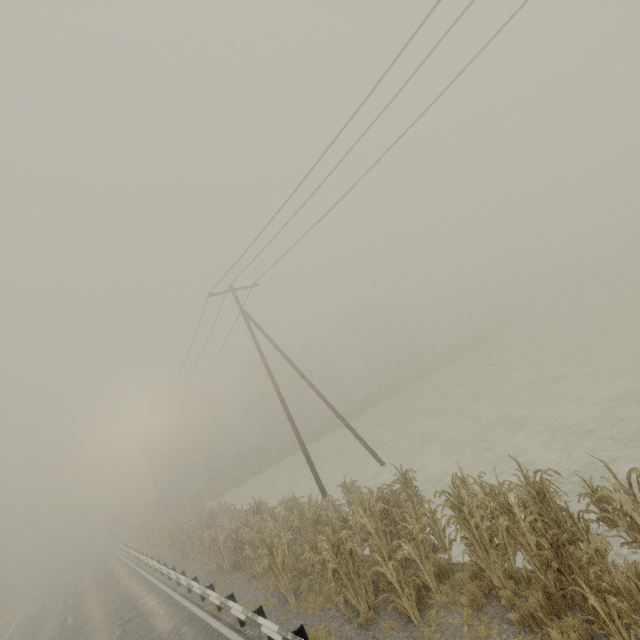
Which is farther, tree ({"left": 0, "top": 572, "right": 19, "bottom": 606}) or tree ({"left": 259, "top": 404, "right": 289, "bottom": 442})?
tree ({"left": 259, "top": 404, "right": 289, "bottom": 442})

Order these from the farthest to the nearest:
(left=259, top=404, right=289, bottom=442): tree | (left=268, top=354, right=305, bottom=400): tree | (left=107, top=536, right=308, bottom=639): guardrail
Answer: (left=268, top=354, right=305, bottom=400): tree < (left=259, top=404, right=289, bottom=442): tree < (left=107, top=536, right=308, bottom=639): guardrail

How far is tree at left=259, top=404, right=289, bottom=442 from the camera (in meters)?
54.84

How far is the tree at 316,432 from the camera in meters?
39.6

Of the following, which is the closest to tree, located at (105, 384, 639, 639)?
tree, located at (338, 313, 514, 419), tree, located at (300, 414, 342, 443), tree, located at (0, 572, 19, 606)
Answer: tree, located at (300, 414, 342, 443)

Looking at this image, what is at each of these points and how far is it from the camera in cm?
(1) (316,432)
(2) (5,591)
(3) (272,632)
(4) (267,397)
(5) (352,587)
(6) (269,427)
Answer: (1) tree, 3906
(2) tree, 3984
(3) guardrail, 679
(4) tree, 5734
(5) tree, 707
(6) tree, 5462

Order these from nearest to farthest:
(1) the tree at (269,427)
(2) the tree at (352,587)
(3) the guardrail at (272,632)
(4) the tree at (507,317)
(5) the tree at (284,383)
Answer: (2) the tree at (352,587)
(3) the guardrail at (272,632)
(4) the tree at (507,317)
(1) the tree at (269,427)
(5) the tree at (284,383)

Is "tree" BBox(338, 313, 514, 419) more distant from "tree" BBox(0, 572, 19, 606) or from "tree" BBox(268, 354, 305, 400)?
"tree" BBox(0, 572, 19, 606)
